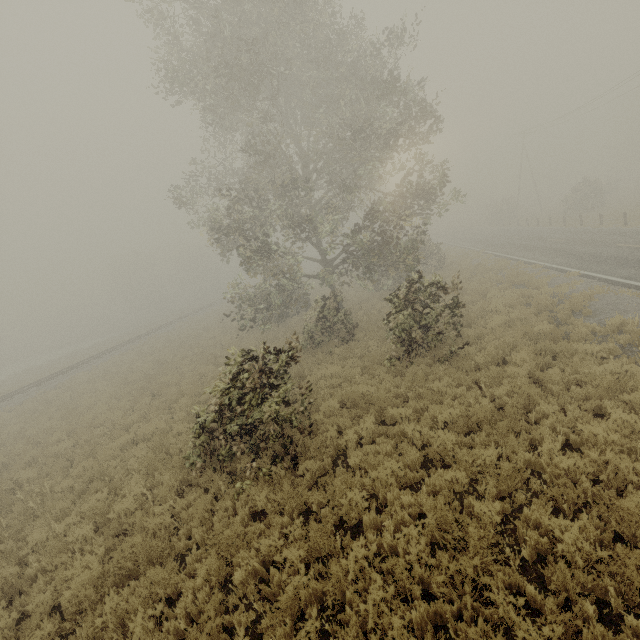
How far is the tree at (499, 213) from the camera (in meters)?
48.19

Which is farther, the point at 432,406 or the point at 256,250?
the point at 256,250

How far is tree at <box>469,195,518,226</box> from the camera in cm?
4819
